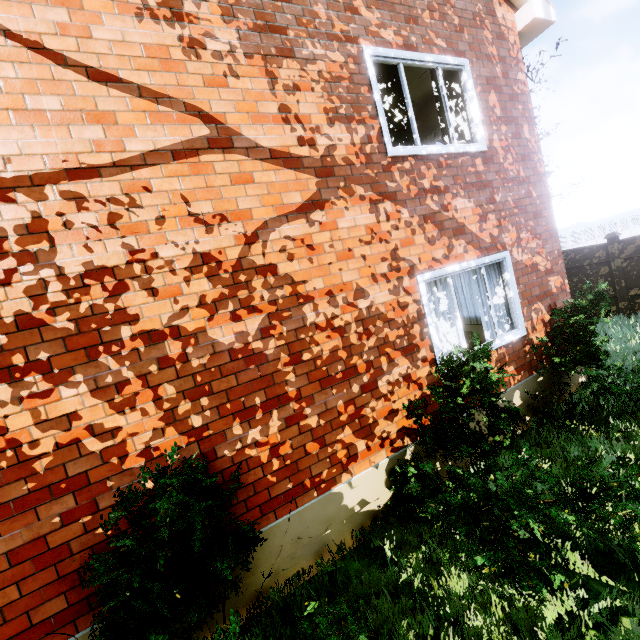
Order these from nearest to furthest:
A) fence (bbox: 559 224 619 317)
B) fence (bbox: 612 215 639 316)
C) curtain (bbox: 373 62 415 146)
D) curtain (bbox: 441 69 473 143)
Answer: curtain (bbox: 373 62 415 146) < curtain (bbox: 441 69 473 143) < fence (bbox: 612 215 639 316) < fence (bbox: 559 224 619 317)

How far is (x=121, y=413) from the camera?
2.82m

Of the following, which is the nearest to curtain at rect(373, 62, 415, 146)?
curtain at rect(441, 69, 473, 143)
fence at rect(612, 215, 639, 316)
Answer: curtain at rect(441, 69, 473, 143)

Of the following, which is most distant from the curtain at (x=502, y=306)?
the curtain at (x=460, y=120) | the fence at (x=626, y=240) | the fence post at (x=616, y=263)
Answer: the fence post at (x=616, y=263)

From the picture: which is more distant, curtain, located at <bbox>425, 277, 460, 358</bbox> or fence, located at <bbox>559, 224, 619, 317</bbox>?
fence, located at <bbox>559, 224, 619, 317</bbox>

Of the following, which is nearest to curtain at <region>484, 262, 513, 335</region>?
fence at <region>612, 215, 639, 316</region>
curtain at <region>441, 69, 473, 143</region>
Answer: curtain at <region>441, 69, 473, 143</region>

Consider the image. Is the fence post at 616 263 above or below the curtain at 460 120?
below

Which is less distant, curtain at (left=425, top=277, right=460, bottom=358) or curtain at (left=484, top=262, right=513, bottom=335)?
curtain at (left=425, top=277, right=460, bottom=358)
